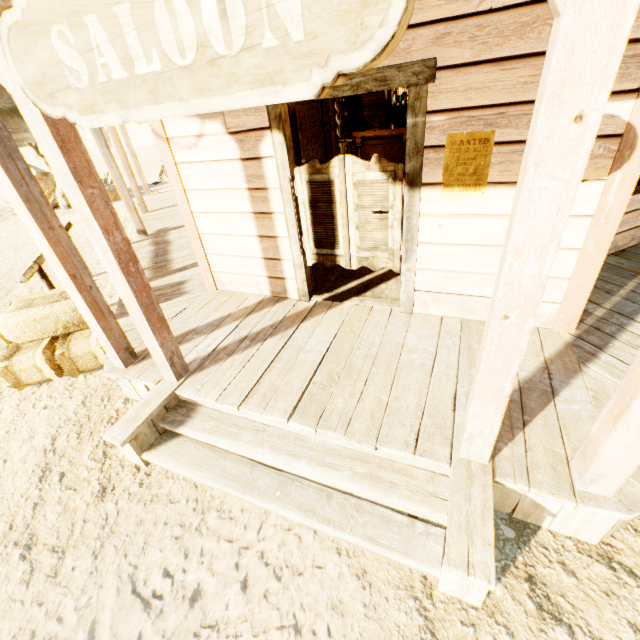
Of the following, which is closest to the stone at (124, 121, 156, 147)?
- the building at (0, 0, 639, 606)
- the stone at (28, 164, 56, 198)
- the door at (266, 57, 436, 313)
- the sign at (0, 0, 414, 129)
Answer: the stone at (28, 164, 56, 198)

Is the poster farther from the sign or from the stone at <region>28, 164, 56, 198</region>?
the stone at <region>28, 164, 56, 198</region>

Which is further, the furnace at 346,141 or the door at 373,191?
the furnace at 346,141

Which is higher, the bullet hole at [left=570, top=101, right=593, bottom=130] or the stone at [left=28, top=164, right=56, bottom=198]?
the bullet hole at [left=570, top=101, right=593, bottom=130]

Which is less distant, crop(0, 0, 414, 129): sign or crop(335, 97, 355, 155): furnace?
crop(0, 0, 414, 129): sign

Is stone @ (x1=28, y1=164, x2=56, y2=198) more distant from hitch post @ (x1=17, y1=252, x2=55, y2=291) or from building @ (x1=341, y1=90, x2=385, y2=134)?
hitch post @ (x1=17, y1=252, x2=55, y2=291)

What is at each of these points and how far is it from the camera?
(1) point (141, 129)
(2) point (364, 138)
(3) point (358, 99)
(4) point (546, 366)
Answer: (1) stone, 37.3m
(2) bar, 9.3m
(3) building, 12.0m
(4) building, 2.8m

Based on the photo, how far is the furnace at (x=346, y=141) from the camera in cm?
716
